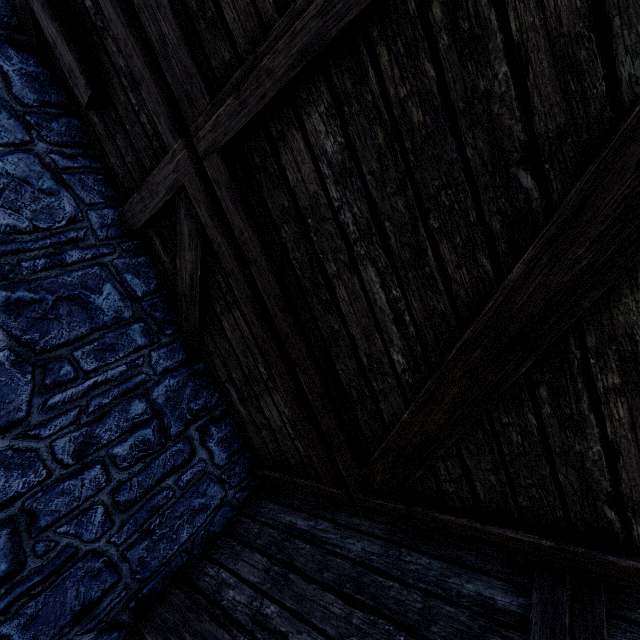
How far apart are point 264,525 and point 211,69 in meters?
3.6
